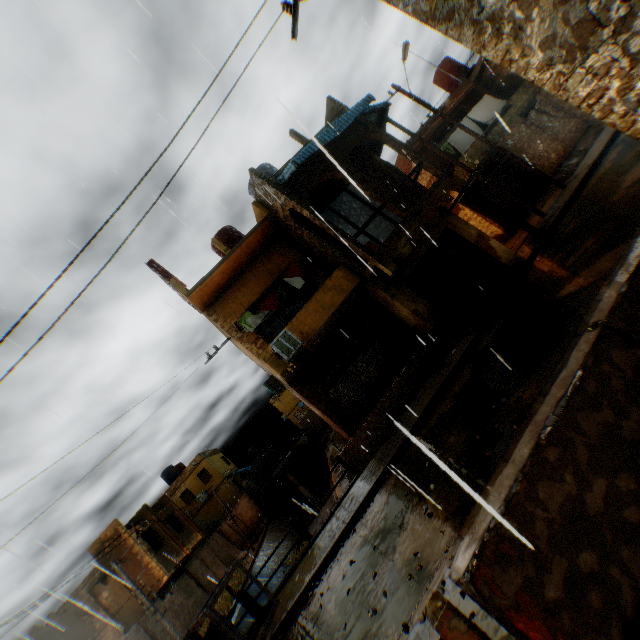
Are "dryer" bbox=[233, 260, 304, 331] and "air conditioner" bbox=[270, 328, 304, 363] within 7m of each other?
yes

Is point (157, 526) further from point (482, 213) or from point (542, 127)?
point (542, 127)

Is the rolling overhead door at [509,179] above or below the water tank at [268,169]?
below

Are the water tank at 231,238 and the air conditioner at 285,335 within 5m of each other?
no

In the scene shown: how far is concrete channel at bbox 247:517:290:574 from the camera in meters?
22.0 m

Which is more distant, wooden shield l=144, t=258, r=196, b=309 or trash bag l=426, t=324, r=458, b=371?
wooden shield l=144, t=258, r=196, b=309

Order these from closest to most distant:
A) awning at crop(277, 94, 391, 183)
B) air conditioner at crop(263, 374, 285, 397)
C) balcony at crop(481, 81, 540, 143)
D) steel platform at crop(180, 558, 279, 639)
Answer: steel platform at crop(180, 558, 279, 639), awning at crop(277, 94, 391, 183), balcony at crop(481, 81, 540, 143), air conditioner at crop(263, 374, 285, 397)

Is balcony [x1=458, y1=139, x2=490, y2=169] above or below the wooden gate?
above
